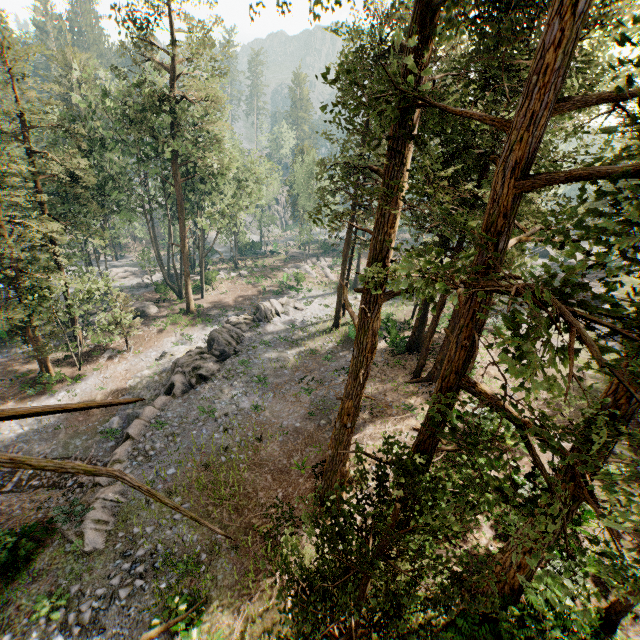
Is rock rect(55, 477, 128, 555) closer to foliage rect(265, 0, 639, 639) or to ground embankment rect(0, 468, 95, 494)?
ground embankment rect(0, 468, 95, 494)

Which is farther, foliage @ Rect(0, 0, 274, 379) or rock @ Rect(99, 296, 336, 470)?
foliage @ Rect(0, 0, 274, 379)

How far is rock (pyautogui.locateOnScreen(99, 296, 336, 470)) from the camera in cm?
1934

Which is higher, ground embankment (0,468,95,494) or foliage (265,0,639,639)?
foliage (265,0,639,639)

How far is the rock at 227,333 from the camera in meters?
19.3

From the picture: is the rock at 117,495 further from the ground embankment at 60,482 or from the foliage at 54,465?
the foliage at 54,465

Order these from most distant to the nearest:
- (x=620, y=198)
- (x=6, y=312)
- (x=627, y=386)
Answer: (x=6, y=312), (x=620, y=198), (x=627, y=386)
